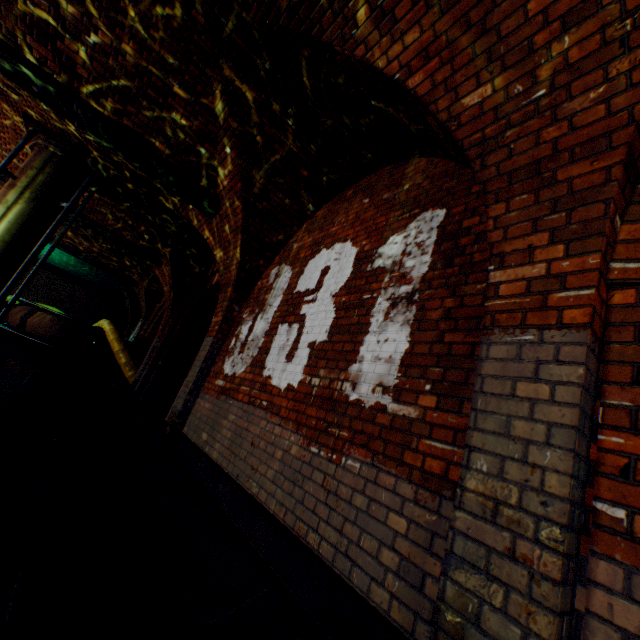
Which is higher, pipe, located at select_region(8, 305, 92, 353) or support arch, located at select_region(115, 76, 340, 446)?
support arch, located at select_region(115, 76, 340, 446)

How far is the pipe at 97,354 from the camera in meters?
11.5 m

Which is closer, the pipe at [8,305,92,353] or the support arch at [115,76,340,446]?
the support arch at [115,76,340,446]

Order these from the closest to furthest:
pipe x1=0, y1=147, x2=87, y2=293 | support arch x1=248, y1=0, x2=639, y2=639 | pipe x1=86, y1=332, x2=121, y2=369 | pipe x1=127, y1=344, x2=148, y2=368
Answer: support arch x1=248, y1=0, x2=639, y2=639, pipe x1=0, y1=147, x2=87, y2=293, pipe x1=86, y1=332, x2=121, y2=369, pipe x1=127, y1=344, x2=148, y2=368

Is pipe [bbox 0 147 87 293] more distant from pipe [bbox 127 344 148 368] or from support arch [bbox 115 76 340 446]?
pipe [bbox 127 344 148 368]

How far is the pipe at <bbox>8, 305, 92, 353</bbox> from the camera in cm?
1087

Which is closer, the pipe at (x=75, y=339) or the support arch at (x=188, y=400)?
the support arch at (x=188, y=400)

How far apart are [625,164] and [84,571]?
3.9 meters
